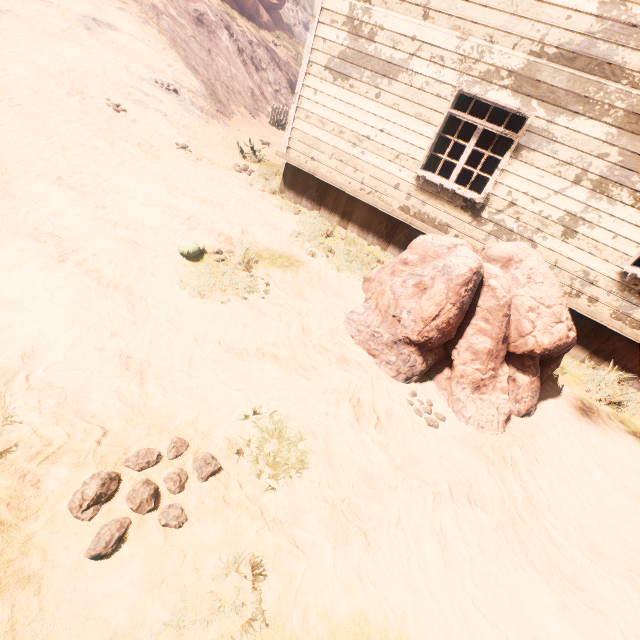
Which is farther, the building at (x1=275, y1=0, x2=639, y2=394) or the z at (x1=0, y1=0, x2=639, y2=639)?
the building at (x1=275, y1=0, x2=639, y2=394)

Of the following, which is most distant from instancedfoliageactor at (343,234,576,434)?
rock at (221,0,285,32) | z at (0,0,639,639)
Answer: rock at (221,0,285,32)

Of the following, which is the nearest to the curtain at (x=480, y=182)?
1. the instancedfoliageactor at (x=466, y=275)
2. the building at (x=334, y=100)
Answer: the building at (x=334, y=100)

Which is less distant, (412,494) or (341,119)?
(412,494)

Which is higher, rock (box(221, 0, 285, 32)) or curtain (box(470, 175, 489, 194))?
rock (box(221, 0, 285, 32))

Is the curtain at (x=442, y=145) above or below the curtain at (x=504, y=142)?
below

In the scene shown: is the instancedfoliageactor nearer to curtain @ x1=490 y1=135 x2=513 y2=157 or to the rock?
curtain @ x1=490 y1=135 x2=513 y2=157

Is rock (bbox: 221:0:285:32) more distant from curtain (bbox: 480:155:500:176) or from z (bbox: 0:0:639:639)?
curtain (bbox: 480:155:500:176)
